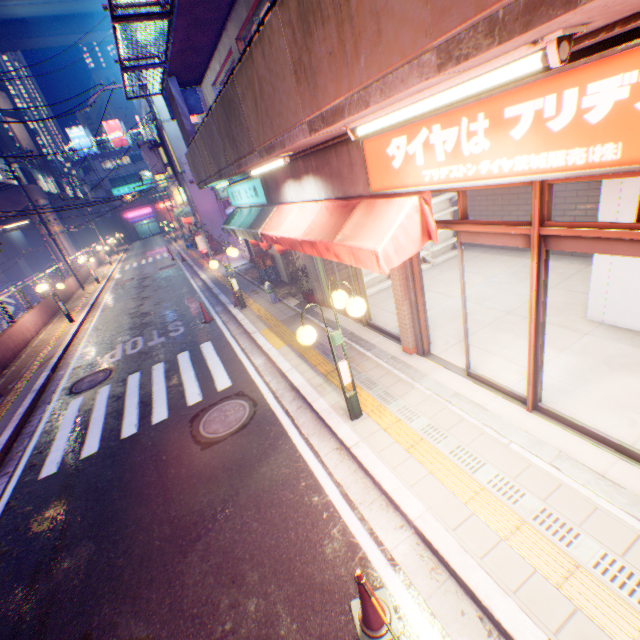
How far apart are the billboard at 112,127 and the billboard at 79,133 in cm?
329

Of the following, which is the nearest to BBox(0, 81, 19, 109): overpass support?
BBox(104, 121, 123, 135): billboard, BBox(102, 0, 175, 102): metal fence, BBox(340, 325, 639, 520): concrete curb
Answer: BBox(102, 0, 175, 102): metal fence

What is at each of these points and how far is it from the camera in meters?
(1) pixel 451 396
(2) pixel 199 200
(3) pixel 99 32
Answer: (1) concrete curb, 5.2 m
(2) building, 22.4 m
(3) overpass support, 38.2 m

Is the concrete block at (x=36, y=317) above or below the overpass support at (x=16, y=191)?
below

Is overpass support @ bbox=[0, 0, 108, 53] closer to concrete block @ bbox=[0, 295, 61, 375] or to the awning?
concrete block @ bbox=[0, 295, 61, 375]

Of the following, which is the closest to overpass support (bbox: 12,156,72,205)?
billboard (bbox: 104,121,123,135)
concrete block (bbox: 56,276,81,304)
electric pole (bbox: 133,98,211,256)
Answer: concrete block (bbox: 56,276,81,304)

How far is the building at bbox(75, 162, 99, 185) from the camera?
58.0m

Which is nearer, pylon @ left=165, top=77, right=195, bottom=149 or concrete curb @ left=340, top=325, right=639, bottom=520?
→ concrete curb @ left=340, top=325, right=639, bottom=520
